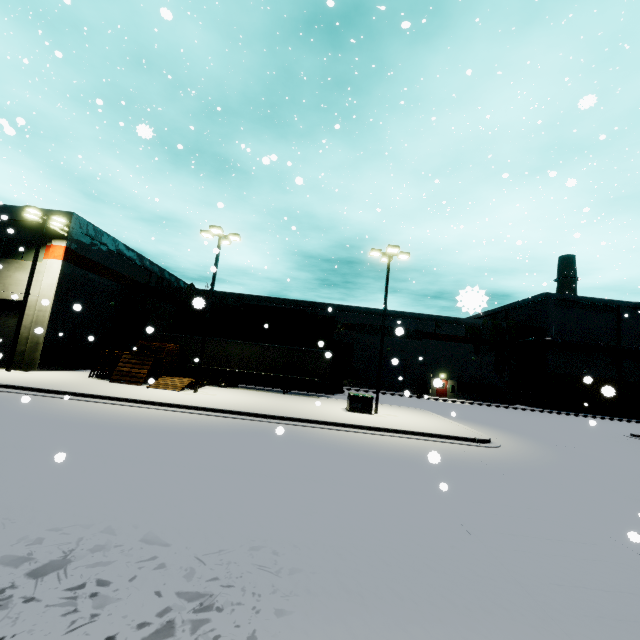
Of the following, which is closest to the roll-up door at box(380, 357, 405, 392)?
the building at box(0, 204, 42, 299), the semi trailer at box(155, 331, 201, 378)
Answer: the building at box(0, 204, 42, 299)

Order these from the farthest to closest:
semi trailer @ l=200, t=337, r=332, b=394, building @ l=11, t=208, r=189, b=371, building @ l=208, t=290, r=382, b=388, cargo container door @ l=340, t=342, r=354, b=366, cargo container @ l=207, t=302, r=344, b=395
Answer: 1. building @ l=208, t=290, r=382, b=388
2. cargo container door @ l=340, t=342, r=354, b=366
3. cargo container @ l=207, t=302, r=344, b=395
4. semi trailer @ l=200, t=337, r=332, b=394
5. building @ l=11, t=208, r=189, b=371

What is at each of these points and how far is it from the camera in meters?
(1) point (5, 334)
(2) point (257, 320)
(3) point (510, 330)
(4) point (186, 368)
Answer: (1) roll-up door, 21.4 m
(2) cargo container, 32.4 m
(3) tree, 43.2 m
(4) semi trailer, 27.7 m

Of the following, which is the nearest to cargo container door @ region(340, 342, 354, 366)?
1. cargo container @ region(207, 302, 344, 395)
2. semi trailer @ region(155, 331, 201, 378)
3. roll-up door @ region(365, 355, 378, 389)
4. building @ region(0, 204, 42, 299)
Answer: cargo container @ region(207, 302, 344, 395)

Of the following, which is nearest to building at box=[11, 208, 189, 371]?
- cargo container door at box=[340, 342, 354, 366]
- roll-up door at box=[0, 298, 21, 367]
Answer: roll-up door at box=[0, 298, 21, 367]

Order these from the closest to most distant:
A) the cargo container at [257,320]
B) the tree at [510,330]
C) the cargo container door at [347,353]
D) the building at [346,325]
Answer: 1. the cargo container at [257,320]
2. the cargo container door at [347,353]
3. the tree at [510,330]
4. the building at [346,325]

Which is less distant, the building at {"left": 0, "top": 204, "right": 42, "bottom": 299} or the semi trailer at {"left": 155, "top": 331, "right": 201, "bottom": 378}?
the building at {"left": 0, "top": 204, "right": 42, "bottom": 299}

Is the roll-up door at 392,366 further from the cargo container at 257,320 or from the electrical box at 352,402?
the electrical box at 352,402
